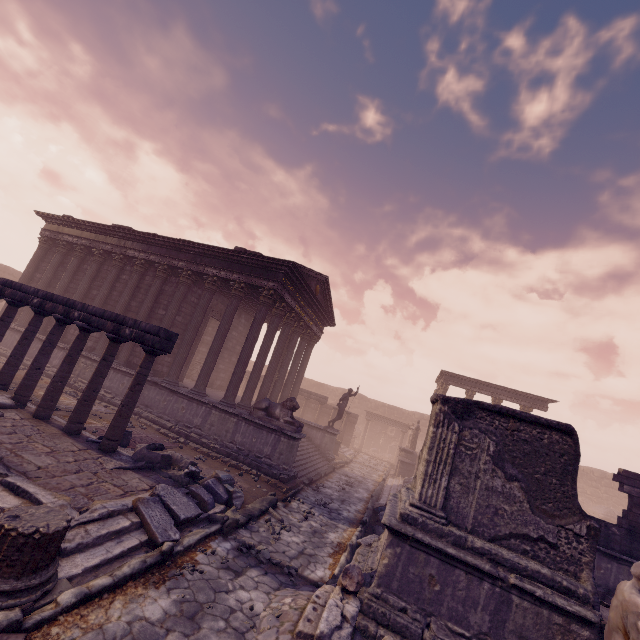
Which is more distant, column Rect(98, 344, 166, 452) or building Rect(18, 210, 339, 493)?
building Rect(18, 210, 339, 493)

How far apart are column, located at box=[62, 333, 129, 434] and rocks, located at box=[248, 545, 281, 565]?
5.1m

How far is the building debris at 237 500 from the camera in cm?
764

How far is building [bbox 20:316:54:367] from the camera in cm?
1492

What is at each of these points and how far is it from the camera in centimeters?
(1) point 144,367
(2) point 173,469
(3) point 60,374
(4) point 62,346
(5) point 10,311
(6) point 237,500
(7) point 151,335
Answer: (1) column, 786cm
(2) debris pile, 780cm
(3) column, 827cm
(4) building, 1468cm
(5) column, 973cm
(6) building debris, 777cm
(7) entablature, 788cm

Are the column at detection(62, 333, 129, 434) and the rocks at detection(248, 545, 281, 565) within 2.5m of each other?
no

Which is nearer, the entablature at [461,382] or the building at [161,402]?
the building at [161,402]

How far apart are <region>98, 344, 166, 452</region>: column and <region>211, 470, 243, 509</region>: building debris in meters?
2.3 m
